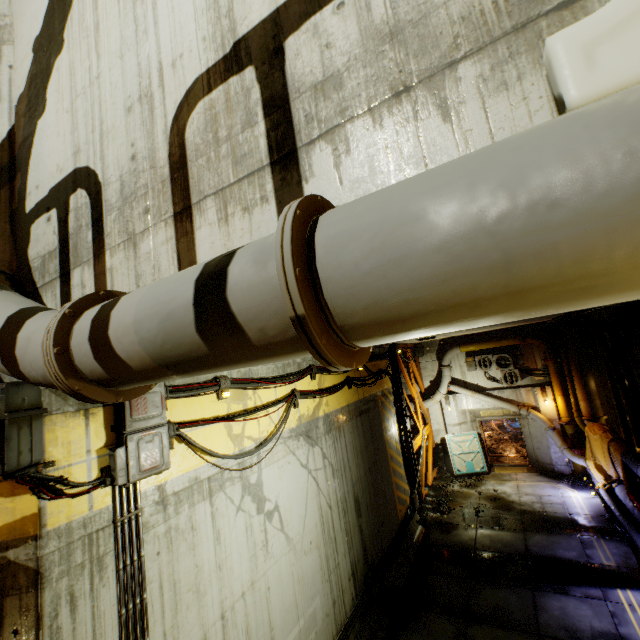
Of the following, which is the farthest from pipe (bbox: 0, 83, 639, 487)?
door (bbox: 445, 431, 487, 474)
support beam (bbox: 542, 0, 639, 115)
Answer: door (bbox: 445, 431, 487, 474)

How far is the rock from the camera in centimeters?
1264cm

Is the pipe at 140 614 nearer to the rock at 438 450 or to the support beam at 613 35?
the support beam at 613 35

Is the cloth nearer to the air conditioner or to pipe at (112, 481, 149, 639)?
the air conditioner

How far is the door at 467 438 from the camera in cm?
1630

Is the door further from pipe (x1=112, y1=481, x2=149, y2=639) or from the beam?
pipe (x1=112, y1=481, x2=149, y2=639)

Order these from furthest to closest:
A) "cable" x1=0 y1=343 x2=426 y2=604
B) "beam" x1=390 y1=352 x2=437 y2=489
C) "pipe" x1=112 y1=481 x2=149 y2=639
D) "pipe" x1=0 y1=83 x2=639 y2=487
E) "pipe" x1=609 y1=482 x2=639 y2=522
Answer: "beam" x1=390 y1=352 x2=437 y2=489 → "pipe" x1=609 y1=482 x2=639 y2=522 → "pipe" x1=112 y1=481 x2=149 y2=639 → "cable" x1=0 y1=343 x2=426 y2=604 → "pipe" x1=0 y1=83 x2=639 y2=487

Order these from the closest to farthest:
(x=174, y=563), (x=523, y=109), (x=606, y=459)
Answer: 1. (x=523, y=109)
2. (x=174, y=563)
3. (x=606, y=459)
